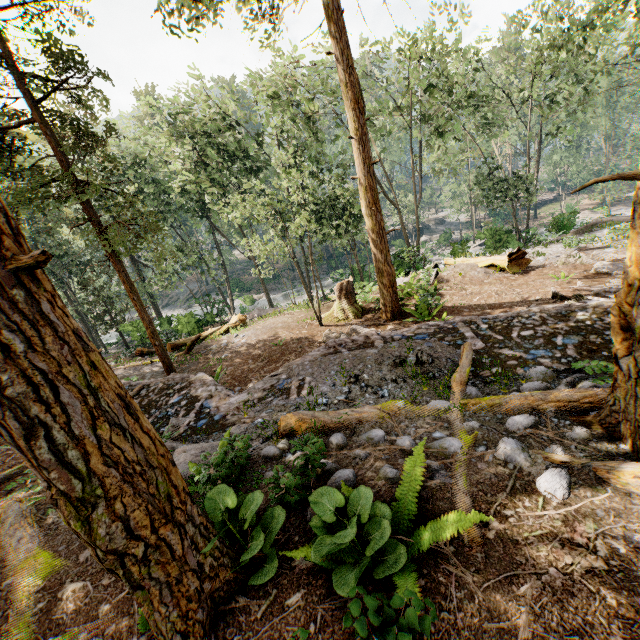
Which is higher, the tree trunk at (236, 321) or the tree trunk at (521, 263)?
the tree trunk at (521, 263)

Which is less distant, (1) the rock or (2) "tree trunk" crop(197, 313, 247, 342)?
(2) "tree trunk" crop(197, 313, 247, 342)

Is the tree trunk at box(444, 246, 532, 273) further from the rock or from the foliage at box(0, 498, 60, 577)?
the rock

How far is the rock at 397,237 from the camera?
48.98m

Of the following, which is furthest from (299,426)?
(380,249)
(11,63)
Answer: (11,63)

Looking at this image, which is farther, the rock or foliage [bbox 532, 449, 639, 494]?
the rock

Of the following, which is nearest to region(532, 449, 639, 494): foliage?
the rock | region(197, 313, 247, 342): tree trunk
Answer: the rock

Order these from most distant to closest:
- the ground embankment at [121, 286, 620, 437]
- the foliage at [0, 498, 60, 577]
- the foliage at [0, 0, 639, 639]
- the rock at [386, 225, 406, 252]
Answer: the rock at [386, 225, 406, 252]
the ground embankment at [121, 286, 620, 437]
the foliage at [0, 498, 60, 577]
the foliage at [0, 0, 639, 639]
